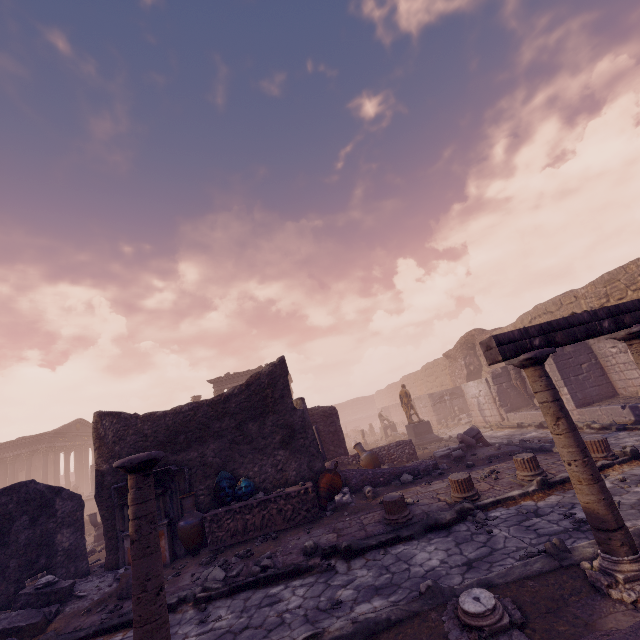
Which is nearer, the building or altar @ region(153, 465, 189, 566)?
altar @ region(153, 465, 189, 566)

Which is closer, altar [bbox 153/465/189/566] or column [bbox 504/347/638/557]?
column [bbox 504/347/638/557]

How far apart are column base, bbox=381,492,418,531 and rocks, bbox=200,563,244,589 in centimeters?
296cm

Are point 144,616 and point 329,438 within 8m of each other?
no

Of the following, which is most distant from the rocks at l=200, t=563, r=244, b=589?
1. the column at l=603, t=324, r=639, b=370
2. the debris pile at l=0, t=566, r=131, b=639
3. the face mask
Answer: the column at l=603, t=324, r=639, b=370

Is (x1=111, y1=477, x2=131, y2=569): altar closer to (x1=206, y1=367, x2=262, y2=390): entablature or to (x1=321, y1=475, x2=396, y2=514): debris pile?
(x1=321, y1=475, x2=396, y2=514): debris pile

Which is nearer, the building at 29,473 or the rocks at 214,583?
the rocks at 214,583

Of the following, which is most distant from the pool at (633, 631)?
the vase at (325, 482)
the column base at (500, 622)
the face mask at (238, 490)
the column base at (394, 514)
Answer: the face mask at (238, 490)
